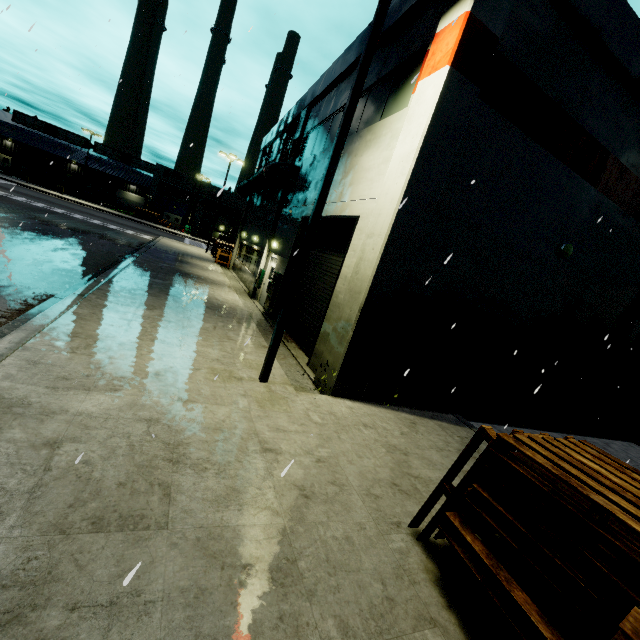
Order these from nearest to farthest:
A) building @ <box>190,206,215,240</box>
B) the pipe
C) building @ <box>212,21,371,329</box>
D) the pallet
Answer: the pallet, building @ <box>212,21,371,329</box>, the pipe, building @ <box>190,206,215,240</box>

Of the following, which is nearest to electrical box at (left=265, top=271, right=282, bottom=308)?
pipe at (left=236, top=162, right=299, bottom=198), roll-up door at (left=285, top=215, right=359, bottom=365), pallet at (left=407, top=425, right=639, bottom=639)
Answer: roll-up door at (left=285, top=215, right=359, bottom=365)

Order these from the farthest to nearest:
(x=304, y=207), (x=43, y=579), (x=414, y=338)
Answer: (x=304, y=207) < (x=414, y=338) < (x=43, y=579)

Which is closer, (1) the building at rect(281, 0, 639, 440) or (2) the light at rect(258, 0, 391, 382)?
(2) the light at rect(258, 0, 391, 382)

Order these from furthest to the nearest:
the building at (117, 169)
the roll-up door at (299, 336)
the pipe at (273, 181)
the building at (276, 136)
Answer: the building at (117, 169)
the pipe at (273, 181)
the building at (276, 136)
the roll-up door at (299, 336)

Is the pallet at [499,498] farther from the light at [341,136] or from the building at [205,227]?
the light at [341,136]

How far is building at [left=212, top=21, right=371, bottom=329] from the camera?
12.4 meters

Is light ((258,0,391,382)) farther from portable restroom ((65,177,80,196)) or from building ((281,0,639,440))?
portable restroom ((65,177,80,196))
